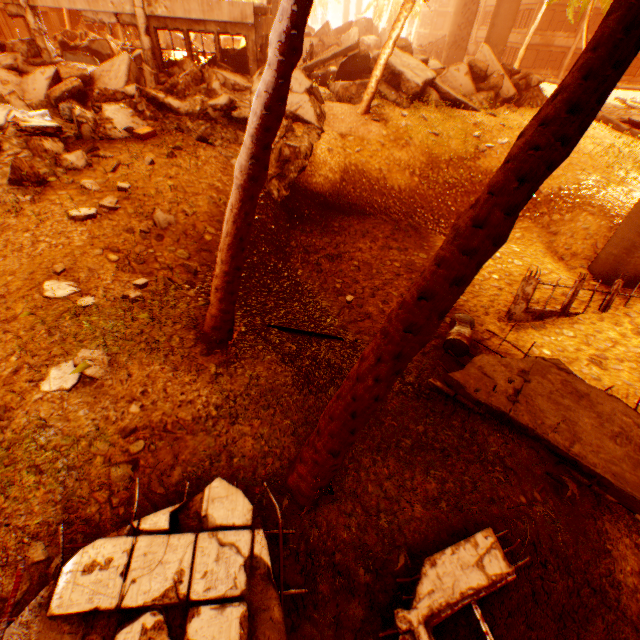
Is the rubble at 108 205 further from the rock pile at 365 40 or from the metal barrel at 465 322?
the metal barrel at 465 322

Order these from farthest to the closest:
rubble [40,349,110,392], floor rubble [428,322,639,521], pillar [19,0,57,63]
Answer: pillar [19,0,57,63] < floor rubble [428,322,639,521] < rubble [40,349,110,392]

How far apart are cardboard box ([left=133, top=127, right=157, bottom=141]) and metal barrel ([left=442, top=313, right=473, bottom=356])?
10.2m

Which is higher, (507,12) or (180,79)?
(507,12)

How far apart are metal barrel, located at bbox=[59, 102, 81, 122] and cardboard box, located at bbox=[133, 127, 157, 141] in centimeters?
195cm

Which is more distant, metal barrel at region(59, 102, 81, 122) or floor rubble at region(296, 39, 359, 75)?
floor rubble at region(296, 39, 359, 75)

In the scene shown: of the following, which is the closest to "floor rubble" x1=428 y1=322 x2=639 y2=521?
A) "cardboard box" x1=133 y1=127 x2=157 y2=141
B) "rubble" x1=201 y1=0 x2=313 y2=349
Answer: "rubble" x1=201 y1=0 x2=313 y2=349

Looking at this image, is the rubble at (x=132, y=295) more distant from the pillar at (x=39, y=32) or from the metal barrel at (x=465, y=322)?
the metal barrel at (x=465, y=322)
